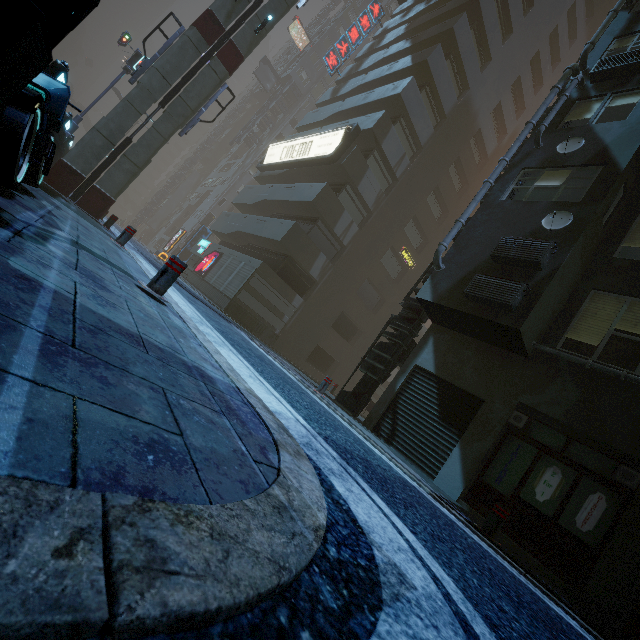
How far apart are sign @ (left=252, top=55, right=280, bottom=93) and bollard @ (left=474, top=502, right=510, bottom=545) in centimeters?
5319cm

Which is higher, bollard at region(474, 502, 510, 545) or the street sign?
the street sign

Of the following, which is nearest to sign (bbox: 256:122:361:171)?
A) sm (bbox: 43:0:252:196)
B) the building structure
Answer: sm (bbox: 43:0:252:196)

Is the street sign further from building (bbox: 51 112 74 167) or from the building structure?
the building structure

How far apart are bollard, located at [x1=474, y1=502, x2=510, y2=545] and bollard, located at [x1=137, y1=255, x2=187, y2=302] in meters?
6.2 m

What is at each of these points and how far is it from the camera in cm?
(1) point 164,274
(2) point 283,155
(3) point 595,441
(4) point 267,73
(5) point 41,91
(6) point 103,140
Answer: (1) bollard, 416
(2) sign, 2473
(3) building, 689
(4) sign, 4375
(5) motorbike, 368
(6) sm, 1311

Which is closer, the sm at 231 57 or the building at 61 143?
the building at 61 143
